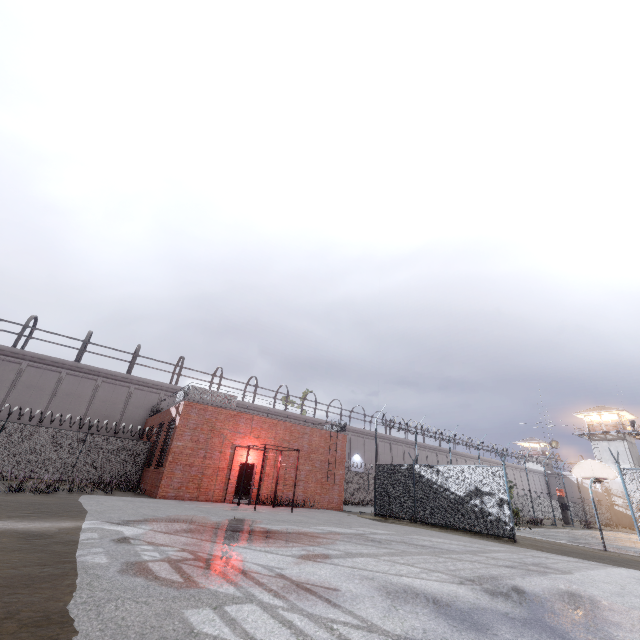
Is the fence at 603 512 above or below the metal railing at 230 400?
below

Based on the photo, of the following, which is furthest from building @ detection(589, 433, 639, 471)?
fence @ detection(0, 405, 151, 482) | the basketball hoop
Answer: the basketball hoop

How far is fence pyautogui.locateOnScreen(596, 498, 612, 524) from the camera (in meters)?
50.74

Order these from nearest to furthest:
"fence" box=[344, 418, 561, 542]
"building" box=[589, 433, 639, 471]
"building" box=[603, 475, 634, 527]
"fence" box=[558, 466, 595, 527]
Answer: "fence" box=[344, 418, 561, 542] < "fence" box=[558, 466, 595, 527] < "building" box=[603, 475, 634, 527] < "building" box=[589, 433, 639, 471]

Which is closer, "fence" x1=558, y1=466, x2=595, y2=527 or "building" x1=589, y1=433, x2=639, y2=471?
"fence" x1=558, y1=466, x2=595, y2=527

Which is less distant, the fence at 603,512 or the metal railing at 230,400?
the metal railing at 230,400

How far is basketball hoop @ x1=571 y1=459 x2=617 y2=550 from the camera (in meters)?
14.47

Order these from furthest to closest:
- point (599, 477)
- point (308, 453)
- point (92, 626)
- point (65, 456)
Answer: point (308, 453), point (65, 456), point (599, 477), point (92, 626)
